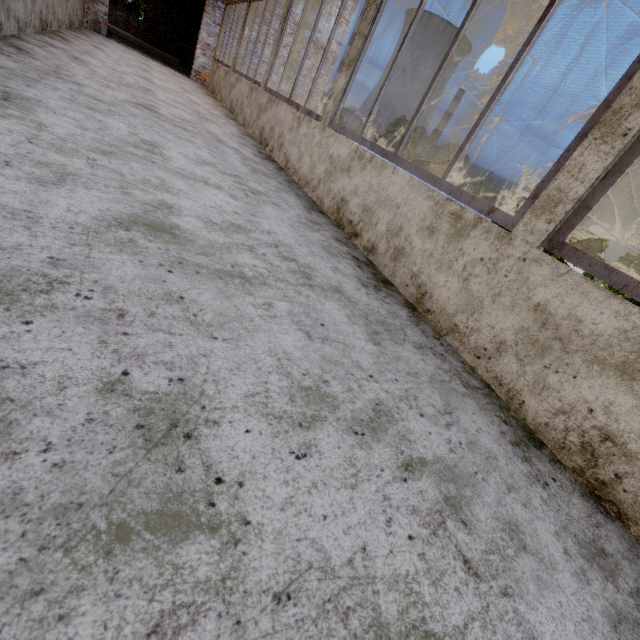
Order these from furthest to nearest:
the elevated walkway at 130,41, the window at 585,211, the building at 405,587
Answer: the elevated walkway at 130,41, the window at 585,211, the building at 405,587

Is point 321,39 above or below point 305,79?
above

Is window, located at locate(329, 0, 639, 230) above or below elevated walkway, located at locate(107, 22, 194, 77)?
above

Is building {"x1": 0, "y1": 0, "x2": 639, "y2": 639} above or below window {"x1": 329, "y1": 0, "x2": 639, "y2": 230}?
below

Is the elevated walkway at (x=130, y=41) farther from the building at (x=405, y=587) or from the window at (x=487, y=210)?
the window at (x=487, y=210)

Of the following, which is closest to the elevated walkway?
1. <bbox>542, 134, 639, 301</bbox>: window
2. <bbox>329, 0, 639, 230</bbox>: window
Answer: <bbox>329, 0, 639, 230</bbox>: window

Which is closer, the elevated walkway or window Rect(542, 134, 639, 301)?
window Rect(542, 134, 639, 301)

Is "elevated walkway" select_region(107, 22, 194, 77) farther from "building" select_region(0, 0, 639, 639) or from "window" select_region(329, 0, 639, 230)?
"window" select_region(329, 0, 639, 230)
